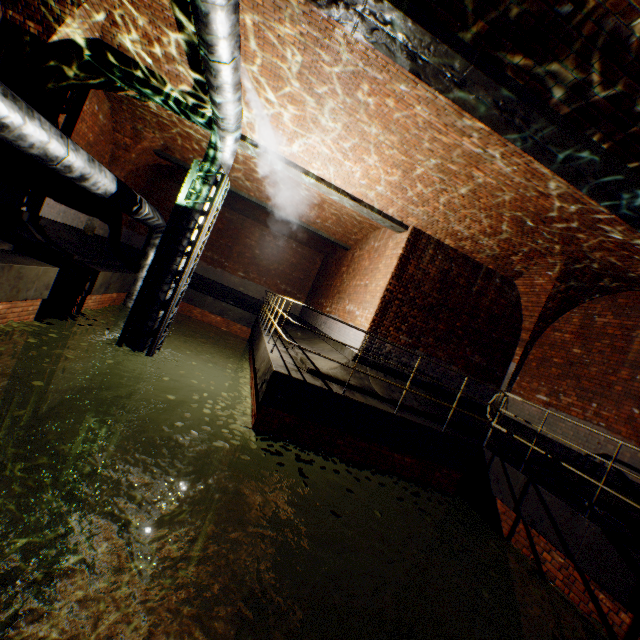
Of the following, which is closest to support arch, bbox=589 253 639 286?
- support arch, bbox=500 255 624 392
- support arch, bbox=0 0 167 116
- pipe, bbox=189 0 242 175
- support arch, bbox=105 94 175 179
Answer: support arch, bbox=500 255 624 392

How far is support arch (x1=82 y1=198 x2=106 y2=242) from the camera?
11.4m

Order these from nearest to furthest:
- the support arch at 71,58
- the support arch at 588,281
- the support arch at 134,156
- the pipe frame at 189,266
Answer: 1. the support arch at 71,58
2. the pipe frame at 189,266
3. the support arch at 588,281
4. the support arch at 134,156

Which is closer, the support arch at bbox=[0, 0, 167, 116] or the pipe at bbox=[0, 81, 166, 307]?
the pipe at bbox=[0, 81, 166, 307]

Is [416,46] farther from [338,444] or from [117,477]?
[117,477]

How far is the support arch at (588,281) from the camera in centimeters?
782cm

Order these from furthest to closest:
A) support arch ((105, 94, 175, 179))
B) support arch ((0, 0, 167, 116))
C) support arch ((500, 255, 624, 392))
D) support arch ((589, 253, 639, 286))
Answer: support arch ((105, 94, 175, 179))
support arch ((500, 255, 624, 392))
support arch ((589, 253, 639, 286))
support arch ((0, 0, 167, 116))

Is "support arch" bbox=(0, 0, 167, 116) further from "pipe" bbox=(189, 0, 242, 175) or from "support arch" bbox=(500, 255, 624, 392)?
"support arch" bbox=(500, 255, 624, 392)
